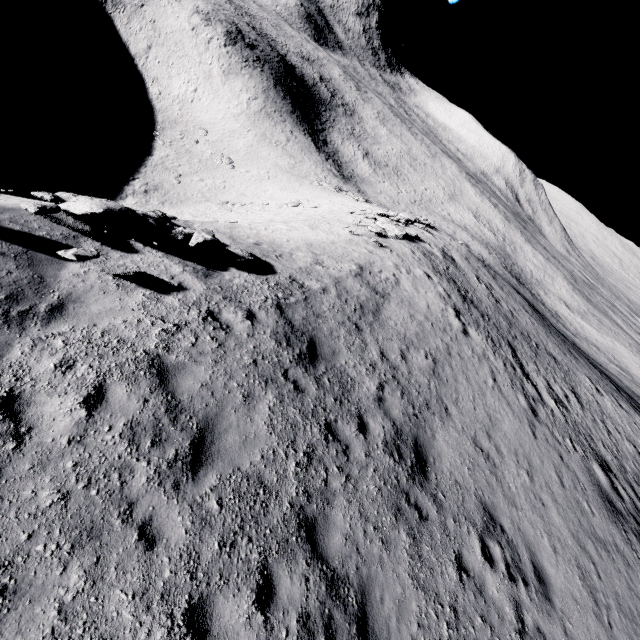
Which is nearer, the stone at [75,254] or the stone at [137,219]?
the stone at [75,254]

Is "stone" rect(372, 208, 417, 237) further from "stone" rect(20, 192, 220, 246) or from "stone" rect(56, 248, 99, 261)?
"stone" rect(56, 248, 99, 261)

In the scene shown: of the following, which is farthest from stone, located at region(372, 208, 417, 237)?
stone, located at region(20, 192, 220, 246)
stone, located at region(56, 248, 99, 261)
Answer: stone, located at region(56, 248, 99, 261)

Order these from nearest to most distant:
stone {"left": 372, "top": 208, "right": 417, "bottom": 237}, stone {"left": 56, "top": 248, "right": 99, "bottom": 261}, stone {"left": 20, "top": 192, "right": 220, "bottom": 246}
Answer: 1. stone {"left": 56, "top": 248, "right": 99, "bottom": 261}
2. stone {"left": 20, "top": 192, "right": 220, "bottom": 246}
3. stone {"left": 372, "top": 208, "right": 417, "bottom": 237}

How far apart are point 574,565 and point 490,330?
11.76m

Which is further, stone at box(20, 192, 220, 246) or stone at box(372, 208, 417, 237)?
stone at box(372, 208, 417, 237)

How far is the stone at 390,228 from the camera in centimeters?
2302cm
